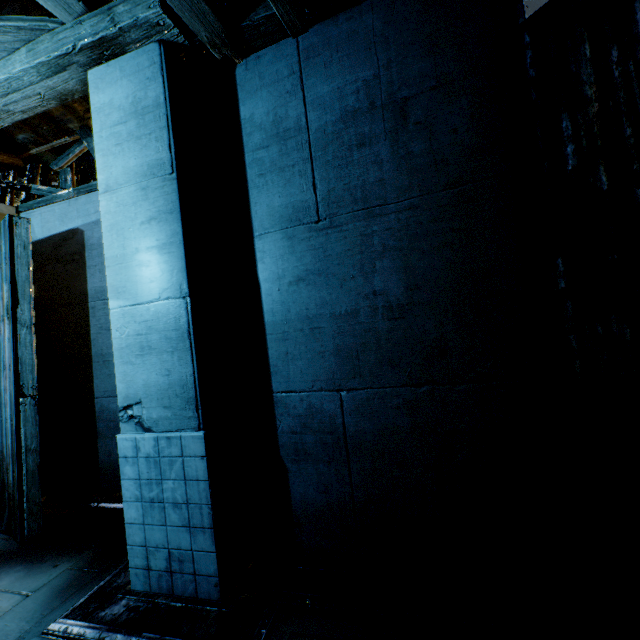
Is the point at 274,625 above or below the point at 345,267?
below
